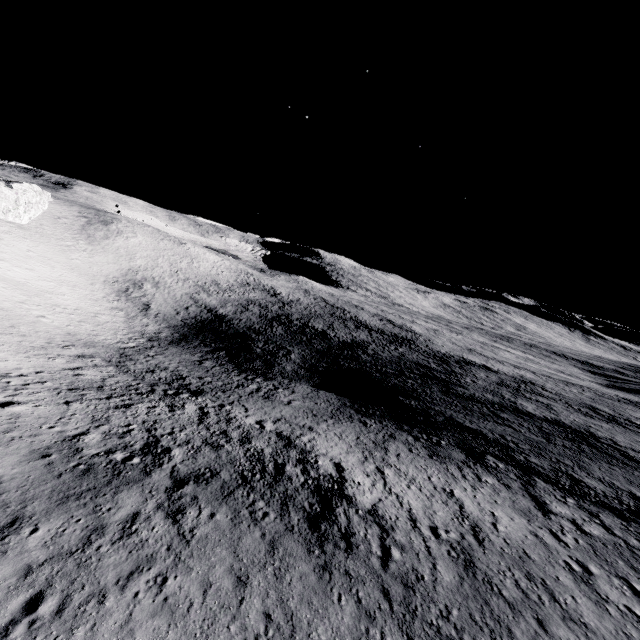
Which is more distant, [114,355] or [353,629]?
[114,355]
